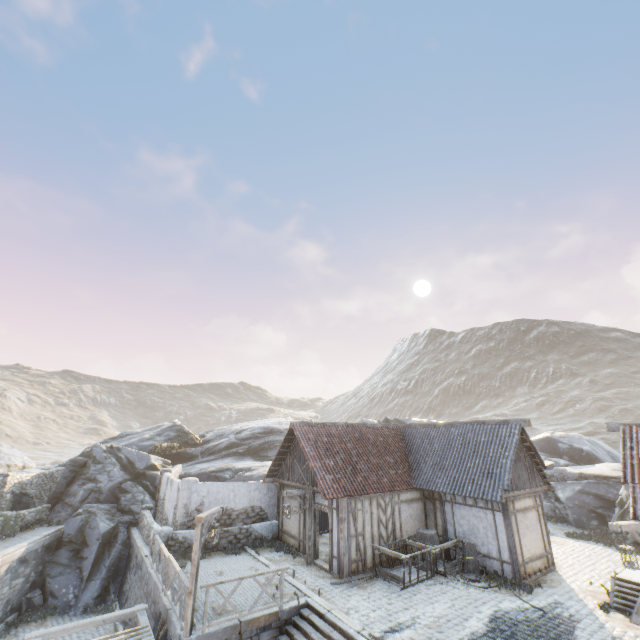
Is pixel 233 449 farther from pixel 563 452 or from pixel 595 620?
pixel 563 452

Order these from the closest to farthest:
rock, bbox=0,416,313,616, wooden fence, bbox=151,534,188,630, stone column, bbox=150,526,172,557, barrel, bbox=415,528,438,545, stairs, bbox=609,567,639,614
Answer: wooden fence, bbox=151,534,188,630 → stairs, bbox=609,567,639,614 → barrel, bbox=415,528,438,545 → stone column, bbox=150,526,172,557 → rock, bbox=0,416,313,616

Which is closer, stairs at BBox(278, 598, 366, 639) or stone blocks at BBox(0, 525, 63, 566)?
stairs at BBox(278, 598, 366, 639)

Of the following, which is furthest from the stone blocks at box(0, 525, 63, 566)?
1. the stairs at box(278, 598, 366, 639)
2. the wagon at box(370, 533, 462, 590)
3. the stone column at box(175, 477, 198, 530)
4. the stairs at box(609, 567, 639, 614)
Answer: the wagon at box(370, 533, 462, 590)

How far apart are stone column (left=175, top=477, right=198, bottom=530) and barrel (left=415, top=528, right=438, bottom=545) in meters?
11.1 m

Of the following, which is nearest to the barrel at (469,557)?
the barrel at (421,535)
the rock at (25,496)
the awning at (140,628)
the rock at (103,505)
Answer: the barrel at (421,535)

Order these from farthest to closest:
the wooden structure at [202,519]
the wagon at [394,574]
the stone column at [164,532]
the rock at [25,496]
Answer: the rock at [25,496] < the stone column at [164,532] < the wagon at [394,574] < the wooden structure at [202,519]

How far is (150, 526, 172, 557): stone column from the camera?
14.9 meters
